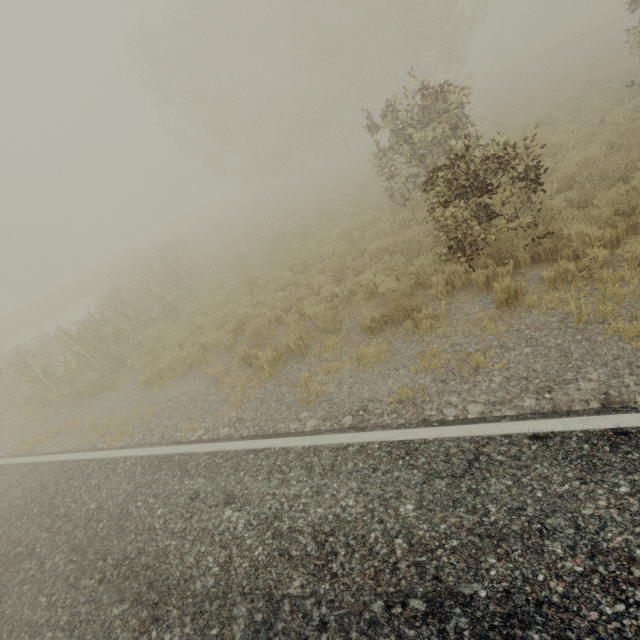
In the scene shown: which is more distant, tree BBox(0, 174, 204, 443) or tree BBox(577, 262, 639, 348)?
tree BBox(0, 174, 204, 443)

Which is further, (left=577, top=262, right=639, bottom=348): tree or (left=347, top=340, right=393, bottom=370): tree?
(left=347, top=340, right=393, bottom=370): tree

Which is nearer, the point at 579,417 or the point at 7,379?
the point at 579,417

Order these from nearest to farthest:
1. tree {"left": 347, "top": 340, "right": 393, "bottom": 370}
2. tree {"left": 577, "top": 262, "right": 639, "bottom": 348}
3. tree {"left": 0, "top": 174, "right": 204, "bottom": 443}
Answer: tree {"left": 577, "top": 262, "right": 639, "bottom": 348}, tree {"left": 347, "top": 340, "right": 393, "bottom": 370}, tree {"left": 0, "top": 174, "right": 204, "bottom": 443}

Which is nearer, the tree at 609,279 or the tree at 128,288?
the tree at 609,279

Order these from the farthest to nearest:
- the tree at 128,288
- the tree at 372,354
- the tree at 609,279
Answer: the tree at 128,288 → the tree at 372,354 → the tree at 609,279

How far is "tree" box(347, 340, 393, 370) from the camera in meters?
5.5
